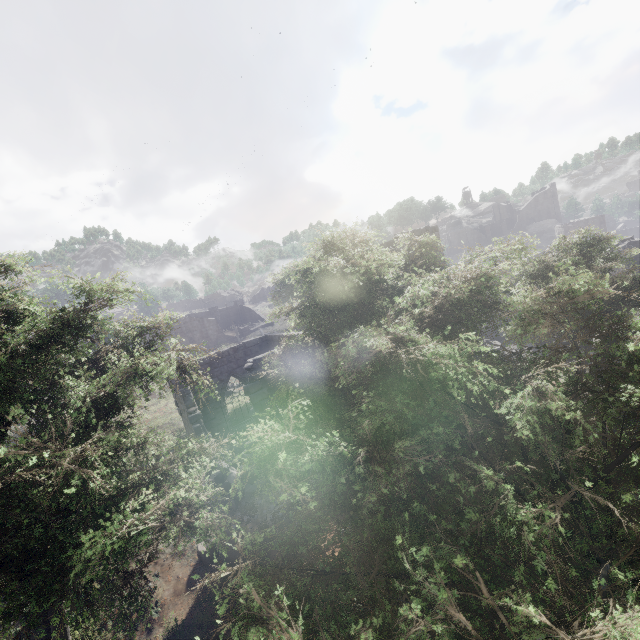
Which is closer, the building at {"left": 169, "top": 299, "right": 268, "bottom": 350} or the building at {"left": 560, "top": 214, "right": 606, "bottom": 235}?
the building at {"left": 169, "top": 299, "right": 268, "bottom": 350}

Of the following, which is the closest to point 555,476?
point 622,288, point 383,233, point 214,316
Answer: point 383,233

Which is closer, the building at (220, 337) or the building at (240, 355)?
the building at (240, 355)

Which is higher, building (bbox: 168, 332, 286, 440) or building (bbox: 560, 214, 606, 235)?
building (bbox: 560, 214, 606, 235)

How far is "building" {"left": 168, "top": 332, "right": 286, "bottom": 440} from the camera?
12.5 meters

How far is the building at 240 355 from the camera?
12.5 meters

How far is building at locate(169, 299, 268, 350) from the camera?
44.36m

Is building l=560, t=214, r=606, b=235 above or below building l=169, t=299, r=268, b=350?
above
